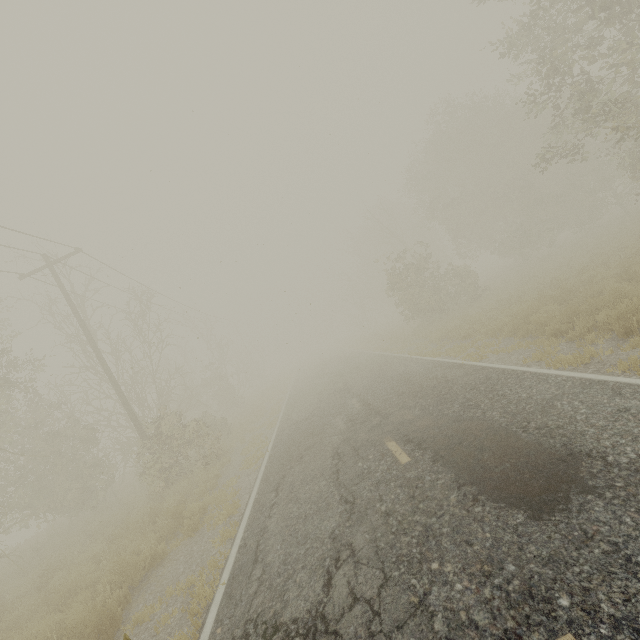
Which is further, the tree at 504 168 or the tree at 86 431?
the tree at 504 168

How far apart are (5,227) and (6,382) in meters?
6.5

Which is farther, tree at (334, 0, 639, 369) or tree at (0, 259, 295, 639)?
tree at (334, 0, 639, 369)
